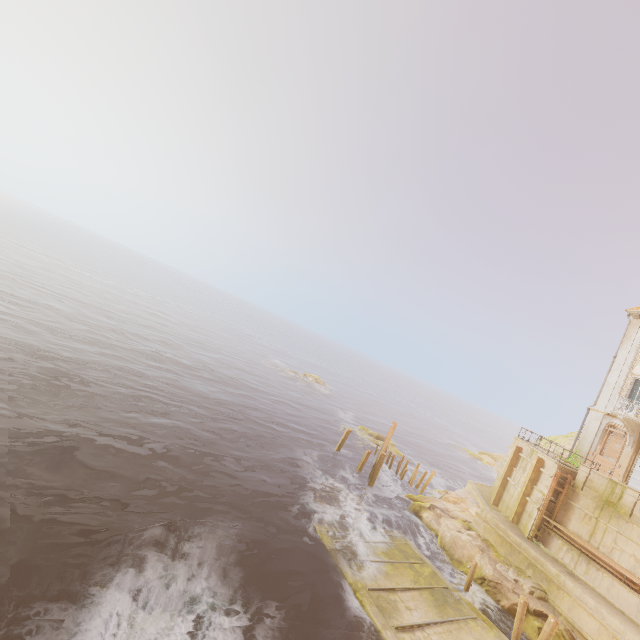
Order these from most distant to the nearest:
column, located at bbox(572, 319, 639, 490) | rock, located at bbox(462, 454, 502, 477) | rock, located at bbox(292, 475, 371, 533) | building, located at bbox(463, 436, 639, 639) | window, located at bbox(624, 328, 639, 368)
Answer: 1. rock, located at bbox(462, 454, 502, 477)
2. window, located at bbox(624, 328, 639, 368)
3. column, located at bbox(572, 319, 639, 490)
4. rock, located at bbox(292, 475, 371, 533)
5. building, located at bbox(463, 436, 639, 639)

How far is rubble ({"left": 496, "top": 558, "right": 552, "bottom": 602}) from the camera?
16.9m

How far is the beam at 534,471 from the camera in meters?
21.9

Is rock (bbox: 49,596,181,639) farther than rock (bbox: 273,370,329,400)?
No

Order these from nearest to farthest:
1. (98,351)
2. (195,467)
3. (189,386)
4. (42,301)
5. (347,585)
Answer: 1. (347,585)
2. (195,467)
3. (98,351)
4. (189,386)
5. (42,301)

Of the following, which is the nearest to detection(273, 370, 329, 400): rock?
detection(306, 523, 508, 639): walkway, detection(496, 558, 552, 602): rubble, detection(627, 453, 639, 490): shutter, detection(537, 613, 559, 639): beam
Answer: detection(306, 523, 508, 639): walkway

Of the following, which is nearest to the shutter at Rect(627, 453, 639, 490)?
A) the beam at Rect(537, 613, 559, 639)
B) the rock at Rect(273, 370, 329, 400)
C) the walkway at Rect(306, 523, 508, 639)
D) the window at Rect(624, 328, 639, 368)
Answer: the window at Rect(624, 328, 639, 368)

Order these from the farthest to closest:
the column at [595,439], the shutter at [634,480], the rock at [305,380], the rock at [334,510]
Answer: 1. the rock at [305,380]
2. the shutter at [634,480]
3. the column at [595,439]
4. the rock at [334,510]
